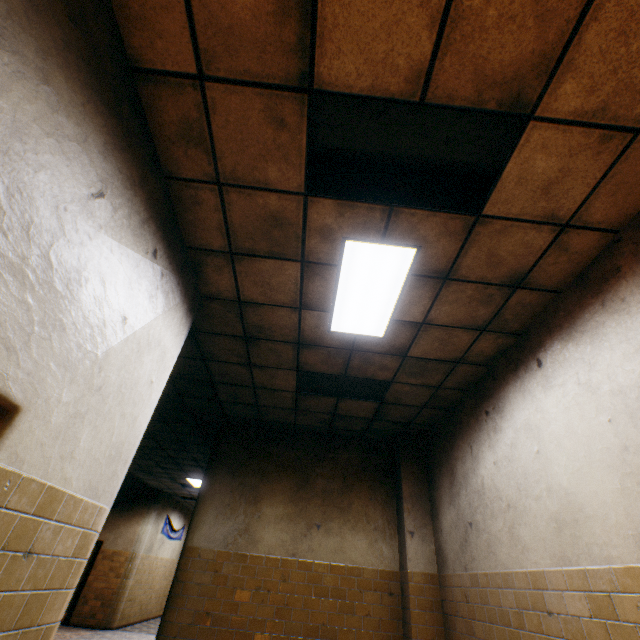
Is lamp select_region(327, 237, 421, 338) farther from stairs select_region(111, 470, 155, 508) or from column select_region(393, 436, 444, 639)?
stairs select_region(111, 470, 155, 508)

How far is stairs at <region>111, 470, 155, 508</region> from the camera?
10.89m

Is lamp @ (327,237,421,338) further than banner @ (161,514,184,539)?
No

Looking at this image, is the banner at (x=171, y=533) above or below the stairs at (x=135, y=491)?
below

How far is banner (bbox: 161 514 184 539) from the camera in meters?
13.2

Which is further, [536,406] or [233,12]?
[536,406]

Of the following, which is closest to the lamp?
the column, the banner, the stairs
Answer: the column

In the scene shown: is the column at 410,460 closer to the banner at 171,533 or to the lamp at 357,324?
the lamp at 357,324
